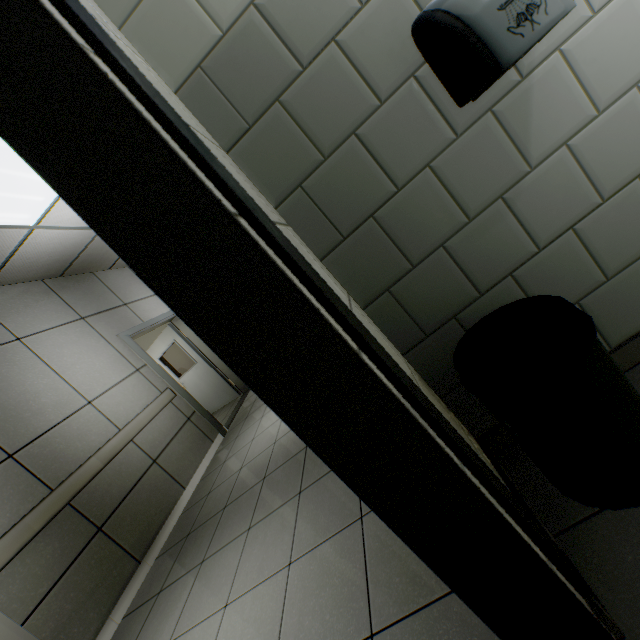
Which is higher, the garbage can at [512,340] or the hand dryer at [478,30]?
the hand dryer at [478,30]

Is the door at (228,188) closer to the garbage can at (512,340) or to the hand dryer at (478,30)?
the garbage can at (512,340)

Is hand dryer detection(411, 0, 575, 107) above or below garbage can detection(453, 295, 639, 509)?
above

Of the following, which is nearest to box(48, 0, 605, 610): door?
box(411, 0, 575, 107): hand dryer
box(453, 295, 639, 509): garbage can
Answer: box(453, 295, 639, 509): garbage can

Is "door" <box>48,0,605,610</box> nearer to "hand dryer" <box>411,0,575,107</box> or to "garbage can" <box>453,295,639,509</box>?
"garbage can" <box>453,295,639,509</box>

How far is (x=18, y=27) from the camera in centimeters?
48cm
